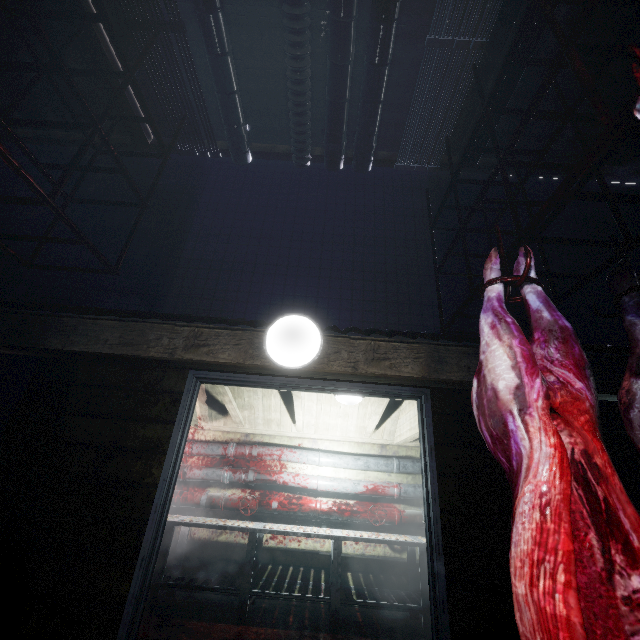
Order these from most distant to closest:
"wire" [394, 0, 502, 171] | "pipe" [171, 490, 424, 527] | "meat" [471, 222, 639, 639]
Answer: "pipe" [171, 490, 424, 527]
"wire" [394, 0, 502, 171]
"meat" [471, 222, 639, 639]

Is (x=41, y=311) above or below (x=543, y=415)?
above

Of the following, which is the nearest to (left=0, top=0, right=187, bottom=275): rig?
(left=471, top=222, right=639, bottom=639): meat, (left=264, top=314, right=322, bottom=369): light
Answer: (left=264, top=314, right=322, bottom=369): light

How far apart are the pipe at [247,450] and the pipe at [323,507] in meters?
0.4

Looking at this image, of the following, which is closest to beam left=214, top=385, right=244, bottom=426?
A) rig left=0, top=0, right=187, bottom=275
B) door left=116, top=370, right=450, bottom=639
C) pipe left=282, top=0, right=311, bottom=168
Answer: door left=116, top=370, right=450, bottom=639

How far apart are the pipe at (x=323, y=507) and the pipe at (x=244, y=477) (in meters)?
0.12

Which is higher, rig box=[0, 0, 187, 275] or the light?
rig box=[0, 0, 187, 275]

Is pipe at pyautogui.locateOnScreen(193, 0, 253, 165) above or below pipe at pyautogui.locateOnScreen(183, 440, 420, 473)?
above
